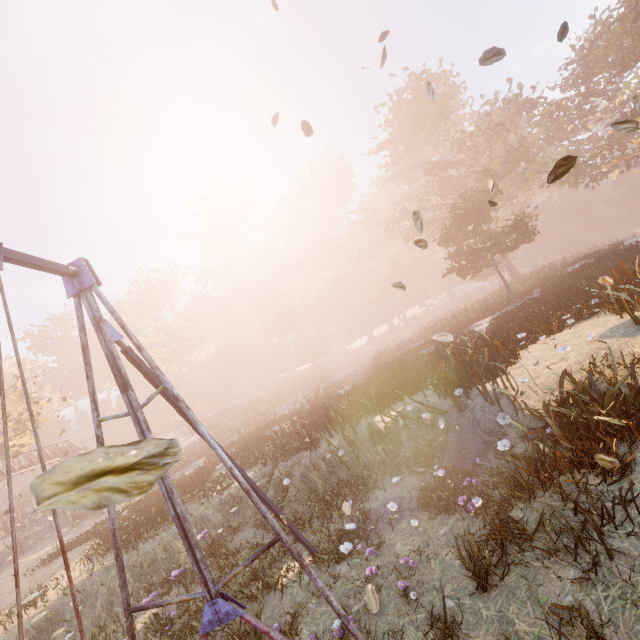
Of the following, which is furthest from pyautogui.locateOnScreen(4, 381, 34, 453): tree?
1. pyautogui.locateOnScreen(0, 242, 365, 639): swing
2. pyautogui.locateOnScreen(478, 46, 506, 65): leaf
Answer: pyautogui.locateOnScreen(478, 46, 506, 65): leaf

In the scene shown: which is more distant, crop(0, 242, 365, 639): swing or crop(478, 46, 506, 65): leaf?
crop(478, 46, 506, 65): leaf

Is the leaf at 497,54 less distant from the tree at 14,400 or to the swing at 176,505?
the swing at 176,505

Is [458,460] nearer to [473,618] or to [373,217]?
[473,618]

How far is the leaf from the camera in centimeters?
536cm

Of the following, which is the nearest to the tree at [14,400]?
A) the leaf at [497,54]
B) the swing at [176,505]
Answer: the swing at [176,505]
